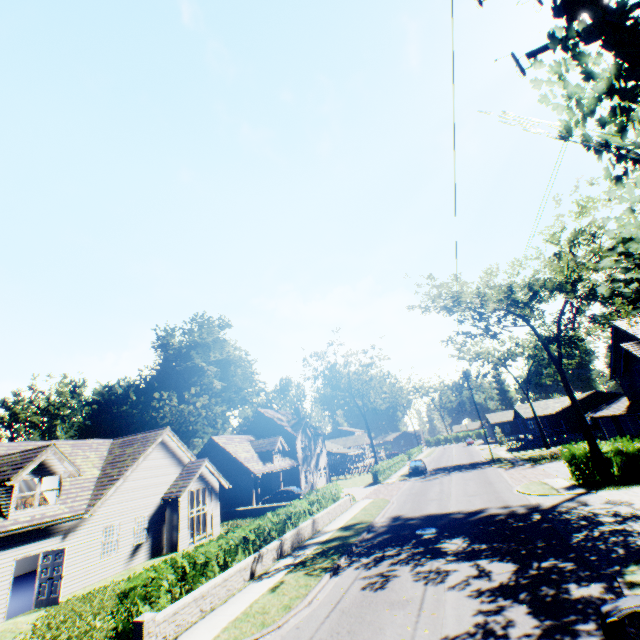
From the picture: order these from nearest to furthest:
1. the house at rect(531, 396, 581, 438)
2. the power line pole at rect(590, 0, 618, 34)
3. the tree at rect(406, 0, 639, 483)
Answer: the tree at rect(406, 0, 639, 483)
the power line pole at rect(590, 0, 618, 34)
the house at rect(531, 396, 581, 438)

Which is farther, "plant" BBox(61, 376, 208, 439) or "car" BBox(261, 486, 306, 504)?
"plant" BBox(61, 376, 208, 439)

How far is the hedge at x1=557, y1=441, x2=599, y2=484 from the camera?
20.5m

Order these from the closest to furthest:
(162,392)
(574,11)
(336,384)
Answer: (574,11)
(162,392)
(336,384)

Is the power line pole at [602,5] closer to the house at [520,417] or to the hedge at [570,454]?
the hedge at [570,454]

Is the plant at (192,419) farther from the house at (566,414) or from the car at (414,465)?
the house at (566,414)

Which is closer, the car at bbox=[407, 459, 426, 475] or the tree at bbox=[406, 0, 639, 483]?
the tree at bbox=[406, 0, 639, 483]

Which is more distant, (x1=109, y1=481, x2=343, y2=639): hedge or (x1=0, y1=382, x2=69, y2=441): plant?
(x1=0, y1=382, x2=69, y2=441): plant
